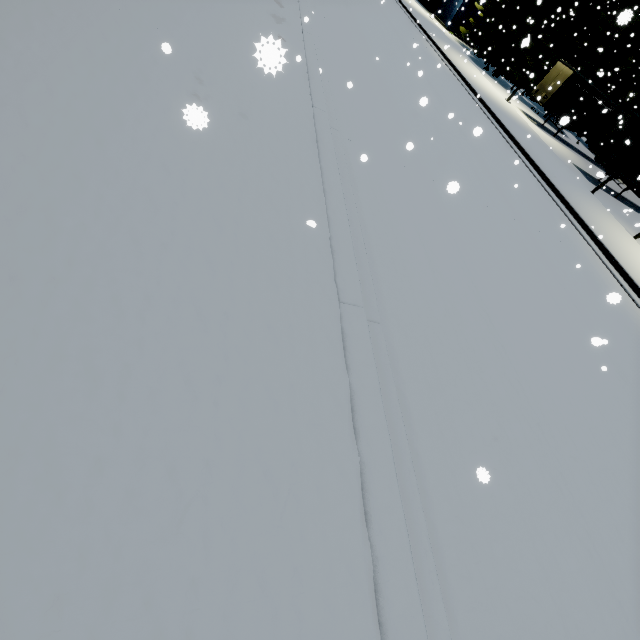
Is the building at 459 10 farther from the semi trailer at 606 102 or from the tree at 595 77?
the semi trailer at 606 102

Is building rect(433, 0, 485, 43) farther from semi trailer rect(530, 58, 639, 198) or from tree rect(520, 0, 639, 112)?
semi trailer rect(530, 58, 639, 198)

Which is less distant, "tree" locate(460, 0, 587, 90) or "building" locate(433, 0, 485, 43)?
"tree" locate(460, 0, 587, 90)

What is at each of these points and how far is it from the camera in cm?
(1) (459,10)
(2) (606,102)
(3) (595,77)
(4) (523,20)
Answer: (1) building, 3778
(2) semi trailer, 2419
(3) tree, 2864
(4) tree, 2934

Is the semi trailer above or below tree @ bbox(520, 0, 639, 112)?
below

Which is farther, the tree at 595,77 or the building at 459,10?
the building at 459,10

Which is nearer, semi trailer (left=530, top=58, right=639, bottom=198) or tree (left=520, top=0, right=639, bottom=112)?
semi trailer (left=530, top=58, right=639, bottom=198)
